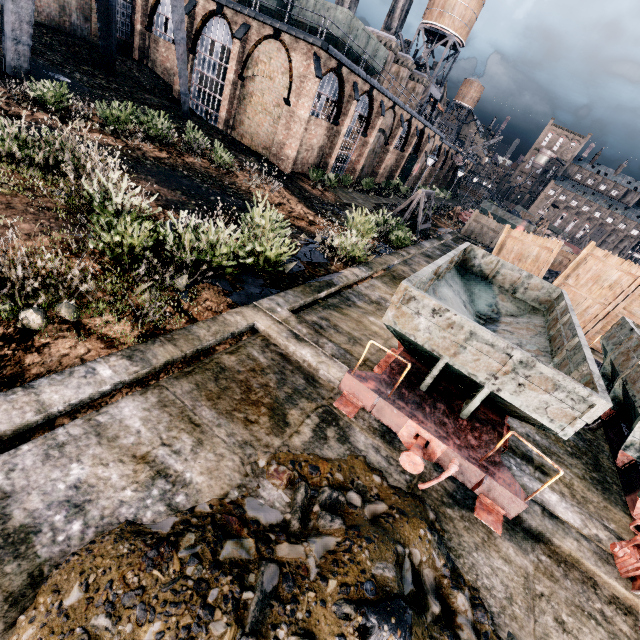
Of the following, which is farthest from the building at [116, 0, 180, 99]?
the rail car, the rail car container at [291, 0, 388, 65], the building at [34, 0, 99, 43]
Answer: the rail car

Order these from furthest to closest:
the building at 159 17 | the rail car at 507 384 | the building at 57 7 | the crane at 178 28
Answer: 1. the building at 159 17
2. the building at 57 7
3. the crane at 178 28
4. the rail car at 507 384

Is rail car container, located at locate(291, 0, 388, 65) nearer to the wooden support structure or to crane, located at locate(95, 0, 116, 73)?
crane, located at locate(95, 0, 116, 73)

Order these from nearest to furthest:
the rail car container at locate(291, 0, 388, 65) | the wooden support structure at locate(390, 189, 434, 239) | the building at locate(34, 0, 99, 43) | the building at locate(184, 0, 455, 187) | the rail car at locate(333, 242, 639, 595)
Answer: the rail car at locate(333, 242, 639, 595) < the wooden support structure at locate(390, 189, 434, 239) < the building at locate(184, 0, 455, 187) < the rail car container at locate(291, 0, 388, 65) < the building at locate(34, 0, 99, 43)

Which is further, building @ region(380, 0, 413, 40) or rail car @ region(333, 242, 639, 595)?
building @ region(380, 0, 413, 40)

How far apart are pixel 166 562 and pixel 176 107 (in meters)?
31.44

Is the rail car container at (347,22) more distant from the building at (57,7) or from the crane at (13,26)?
the building at (57,7)

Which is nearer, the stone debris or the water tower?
the stone debris
